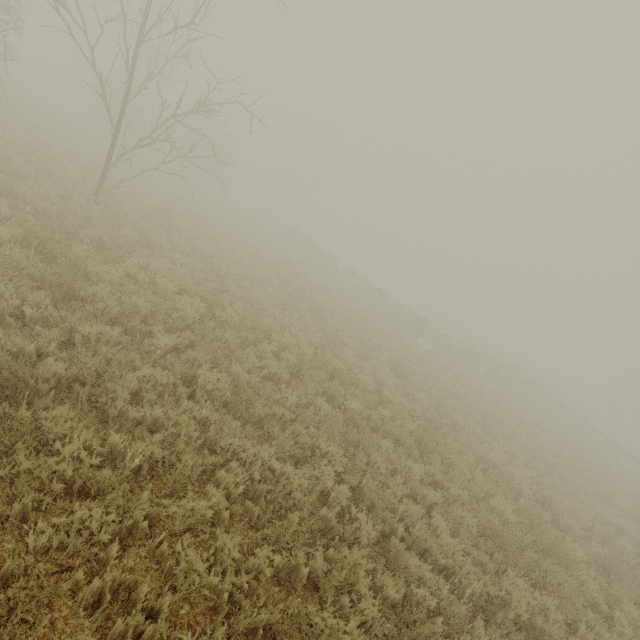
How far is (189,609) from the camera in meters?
3.4

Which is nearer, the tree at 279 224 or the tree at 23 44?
the tree at 23 44

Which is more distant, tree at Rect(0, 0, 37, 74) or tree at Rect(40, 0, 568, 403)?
tree at Rect(40, 0, 568, 403)
